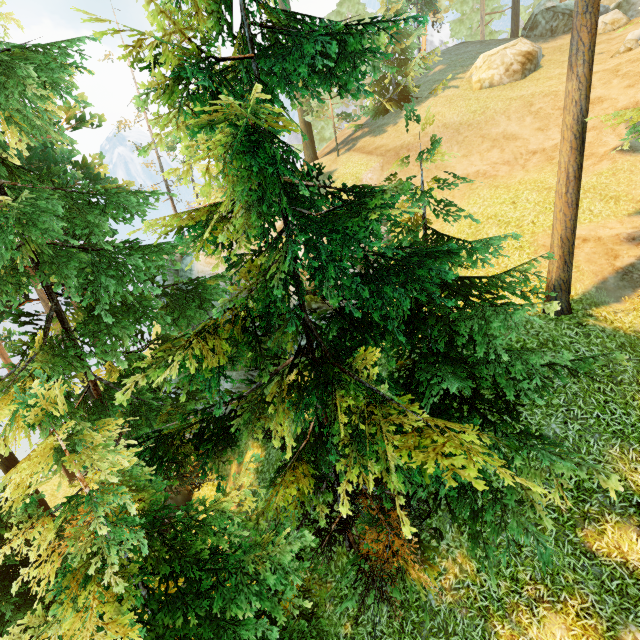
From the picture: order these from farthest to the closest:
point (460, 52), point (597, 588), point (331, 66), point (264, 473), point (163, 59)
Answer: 1. point (460, 52)
2. point (264, 473)
3. point (597, 588)
4. point (331, 66)
5. point (163, 59)

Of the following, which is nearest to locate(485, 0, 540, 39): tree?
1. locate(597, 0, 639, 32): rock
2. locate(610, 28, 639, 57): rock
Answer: locate(597, 0, 639, 32): rock

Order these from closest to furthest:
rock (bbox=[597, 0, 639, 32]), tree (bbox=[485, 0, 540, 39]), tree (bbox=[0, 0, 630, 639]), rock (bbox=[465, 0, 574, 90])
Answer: tree (bbox=[0, 0, 630, 639]), rock (bbox=[465, 0, 574, 90]), rock (bbox=[597, 0, 639, 32]), tree (bbox=[485, 0, 540, 39])

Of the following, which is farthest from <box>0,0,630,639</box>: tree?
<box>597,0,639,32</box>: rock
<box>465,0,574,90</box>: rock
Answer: <box>465,0,574,90</box>: rock

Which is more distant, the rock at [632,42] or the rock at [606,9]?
the rock at [606,9]

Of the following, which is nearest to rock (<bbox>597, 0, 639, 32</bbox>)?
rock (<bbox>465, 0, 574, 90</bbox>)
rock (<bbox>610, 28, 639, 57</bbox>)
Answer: rock (<bbox>465, 0, 574, 90</bbox>)

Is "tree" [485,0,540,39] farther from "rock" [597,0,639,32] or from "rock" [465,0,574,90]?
"rock" [465,0,574,90]

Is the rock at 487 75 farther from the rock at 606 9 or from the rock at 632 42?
the rock at 632 42
